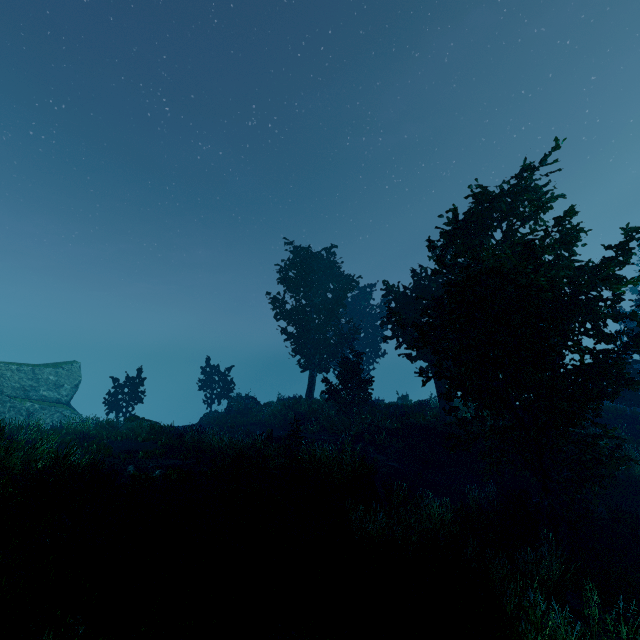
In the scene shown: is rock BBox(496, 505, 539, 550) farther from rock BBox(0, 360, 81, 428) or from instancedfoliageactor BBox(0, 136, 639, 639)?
rock BBox(0, 360, 81, 428)

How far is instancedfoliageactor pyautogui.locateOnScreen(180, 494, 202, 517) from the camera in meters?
8.8 m

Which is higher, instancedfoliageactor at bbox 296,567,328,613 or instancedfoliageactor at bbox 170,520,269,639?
instancedfoliageactor at bbox 170,520,269,639

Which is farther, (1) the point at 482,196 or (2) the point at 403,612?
(1) the point at 482,196

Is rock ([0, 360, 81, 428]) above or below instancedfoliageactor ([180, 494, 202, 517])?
above

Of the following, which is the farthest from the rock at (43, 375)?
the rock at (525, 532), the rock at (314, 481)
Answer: the rock at (525, 532)

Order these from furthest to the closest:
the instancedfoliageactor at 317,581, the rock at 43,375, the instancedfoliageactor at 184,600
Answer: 1. the rock at 43,375
2. the instancedfoliageactor at 317,581
3. the instancedfoliageactor at 184,600

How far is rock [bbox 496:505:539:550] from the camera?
10.2 meters
